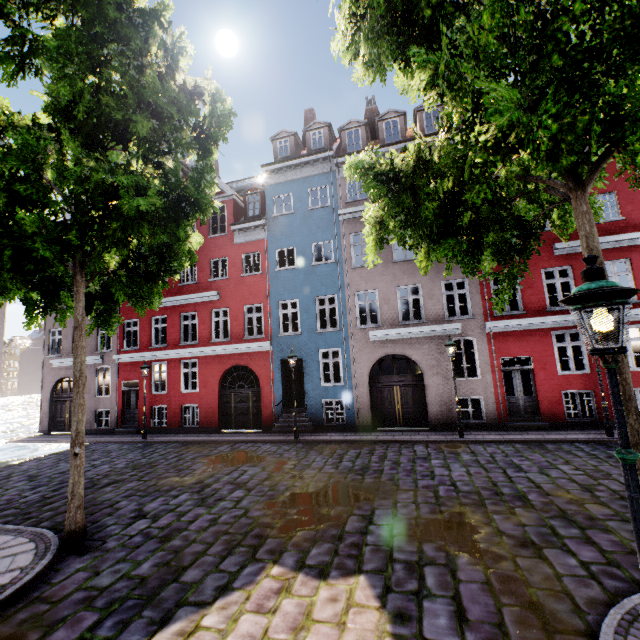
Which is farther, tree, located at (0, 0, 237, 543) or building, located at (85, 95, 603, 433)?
building, located at (85, 95, 603, 433)

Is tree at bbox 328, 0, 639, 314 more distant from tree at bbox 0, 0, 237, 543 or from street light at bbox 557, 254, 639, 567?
tree at bbox 0, 0, 237, 543

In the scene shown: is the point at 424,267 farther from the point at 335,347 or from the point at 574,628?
the point at 335,347

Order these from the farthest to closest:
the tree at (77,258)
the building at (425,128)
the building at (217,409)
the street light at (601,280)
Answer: the building at (425,128) → the building at (217,409) → the tree at (77,258) → the street light at (601,280)

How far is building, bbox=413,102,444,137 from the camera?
15.97m

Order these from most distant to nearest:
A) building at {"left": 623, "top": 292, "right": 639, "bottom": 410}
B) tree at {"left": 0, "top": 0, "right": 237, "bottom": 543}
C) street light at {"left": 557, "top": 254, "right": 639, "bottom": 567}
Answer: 1. building at {"left": 623, "top": 292, "right": 639, "bottom": 410}
2. tree at {"left": 0, "top": 0, "right": 237, "bottom": 543}
3. street light at {"left": 557, "top": 254, "right": 639, "bottom": 567}

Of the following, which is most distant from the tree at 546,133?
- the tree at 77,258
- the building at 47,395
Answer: the building at 47,395

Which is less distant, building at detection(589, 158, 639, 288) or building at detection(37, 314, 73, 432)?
building at detection(589, 158, 639, 288)
